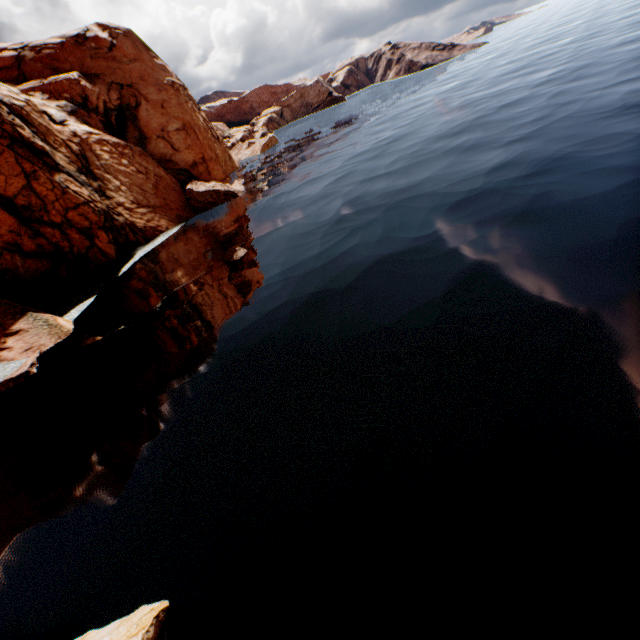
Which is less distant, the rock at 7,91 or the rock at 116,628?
the rock at 116,628

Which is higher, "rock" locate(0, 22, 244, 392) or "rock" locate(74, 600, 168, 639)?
"rock" locate(0, 22, 244, 392)

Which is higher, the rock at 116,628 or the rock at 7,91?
the rock at 7,91

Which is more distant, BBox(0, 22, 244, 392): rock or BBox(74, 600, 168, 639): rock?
BBox(0, 22, 244, 392): rock

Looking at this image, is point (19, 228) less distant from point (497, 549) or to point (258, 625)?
point (258, 625)
